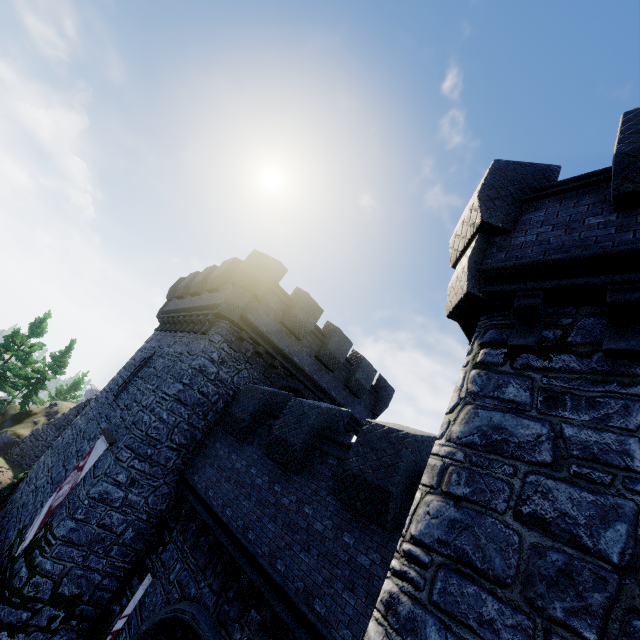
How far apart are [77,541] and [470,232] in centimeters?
1383cm

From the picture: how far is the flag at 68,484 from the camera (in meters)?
10.50

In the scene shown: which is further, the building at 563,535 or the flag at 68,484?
the flag at 68,484

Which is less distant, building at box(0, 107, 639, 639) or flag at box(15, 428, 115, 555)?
building at box(0, 107, 639, 639)

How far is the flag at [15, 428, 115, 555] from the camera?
10.5m
